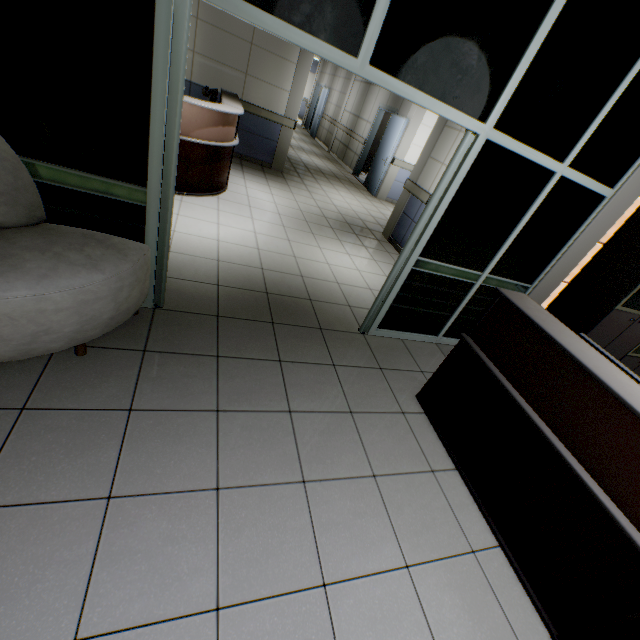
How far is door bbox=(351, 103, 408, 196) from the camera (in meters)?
8.55

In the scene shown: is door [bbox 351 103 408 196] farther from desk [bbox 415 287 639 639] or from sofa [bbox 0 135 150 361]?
sofa [bbox 0 135 150 361]

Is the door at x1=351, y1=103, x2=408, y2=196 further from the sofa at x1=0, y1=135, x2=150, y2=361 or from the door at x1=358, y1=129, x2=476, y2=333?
the sofa at x1=0, y1=135, x2=150, y2=361

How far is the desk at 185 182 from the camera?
4.2 meters

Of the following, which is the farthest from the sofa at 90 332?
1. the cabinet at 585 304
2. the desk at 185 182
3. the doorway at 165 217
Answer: the cabinet at 585 304

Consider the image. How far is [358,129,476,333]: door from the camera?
2.4m

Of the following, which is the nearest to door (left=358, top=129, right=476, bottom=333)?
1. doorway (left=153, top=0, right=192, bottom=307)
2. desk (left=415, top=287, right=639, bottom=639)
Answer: desk (left=415, top=287, right=639, bottom=639)

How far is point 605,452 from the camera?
1.62m
